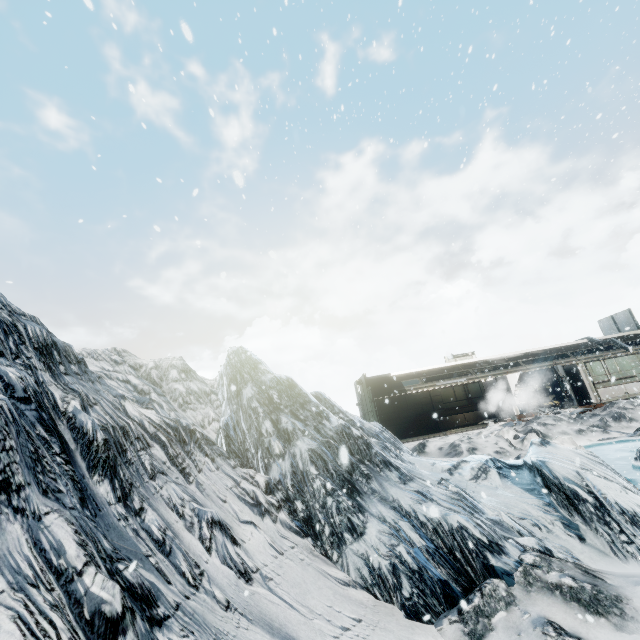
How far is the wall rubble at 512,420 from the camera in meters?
18.8 m

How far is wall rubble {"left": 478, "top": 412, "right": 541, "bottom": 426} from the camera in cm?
1875

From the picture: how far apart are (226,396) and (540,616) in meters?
7.5 m
